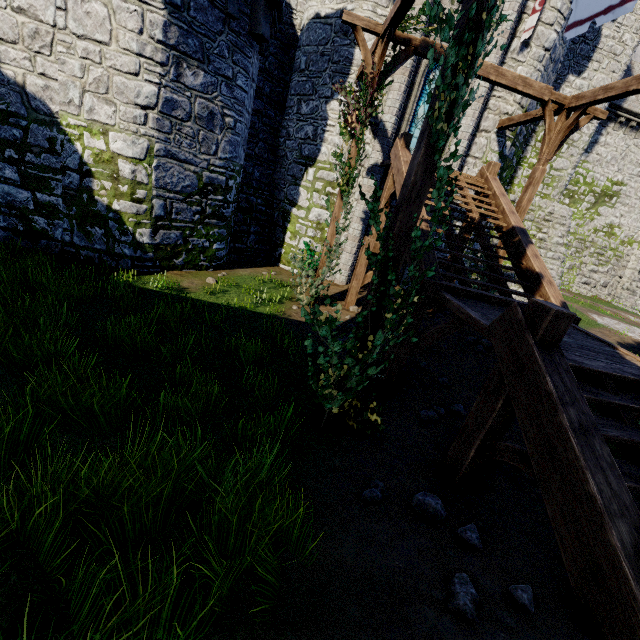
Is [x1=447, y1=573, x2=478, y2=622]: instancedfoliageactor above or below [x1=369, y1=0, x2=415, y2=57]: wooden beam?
below

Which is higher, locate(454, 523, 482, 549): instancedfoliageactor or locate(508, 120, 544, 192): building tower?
locate(508, 120, 544, 192): building tower

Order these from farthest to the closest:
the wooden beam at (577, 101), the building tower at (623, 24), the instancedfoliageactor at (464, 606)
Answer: the building tower at (623, 24) < the wooden beam at (577, 101) < the instancedfoliageactor at (464, 606)

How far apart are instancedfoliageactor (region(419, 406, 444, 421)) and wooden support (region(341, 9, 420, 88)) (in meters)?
8.07

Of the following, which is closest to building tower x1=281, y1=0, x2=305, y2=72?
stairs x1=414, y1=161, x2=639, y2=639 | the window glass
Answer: the window glass

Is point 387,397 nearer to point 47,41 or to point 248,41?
point 248,41

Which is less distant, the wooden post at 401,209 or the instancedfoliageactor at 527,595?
the instancedfoliageactor at 527,595

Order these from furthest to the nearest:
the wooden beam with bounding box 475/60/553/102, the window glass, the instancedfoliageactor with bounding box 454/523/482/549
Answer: the window glass < the wooden beam with bounding box 475/60/553/102 < the instancedfoliageactor with bounding box 454/523/482/549
